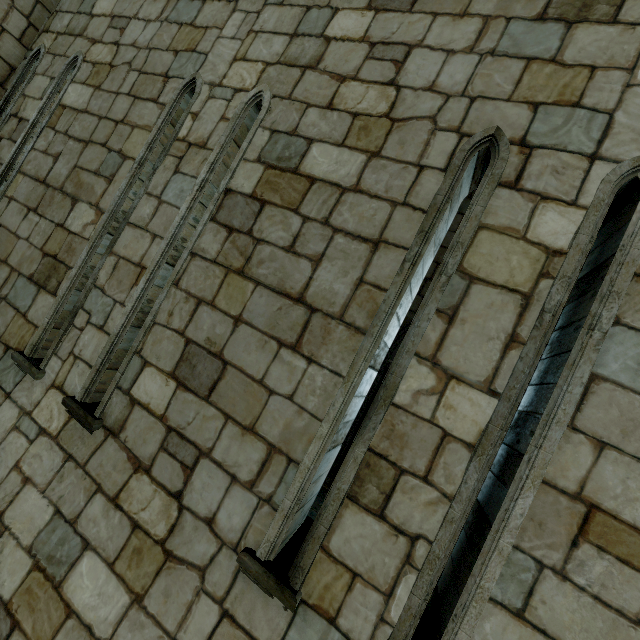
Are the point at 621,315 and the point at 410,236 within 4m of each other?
yes
